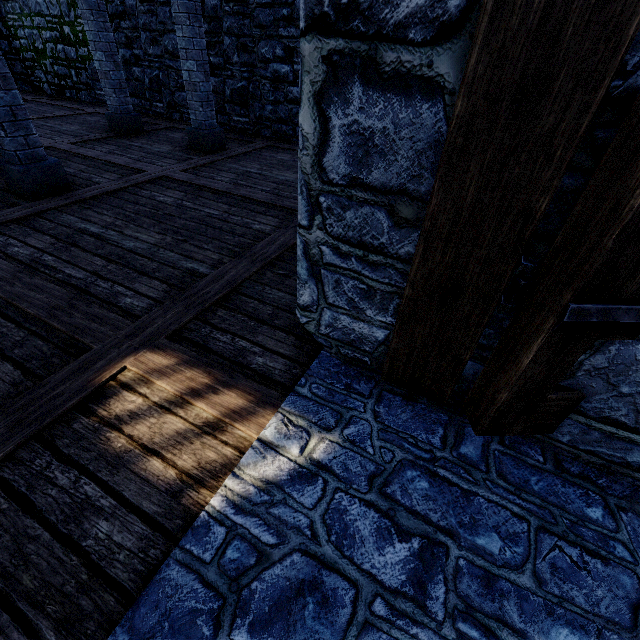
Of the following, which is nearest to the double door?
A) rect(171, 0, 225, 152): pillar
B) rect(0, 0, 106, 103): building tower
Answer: rect(0, 0, 106, 103): building tower

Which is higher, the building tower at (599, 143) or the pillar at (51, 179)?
the building tower at (599, 143)

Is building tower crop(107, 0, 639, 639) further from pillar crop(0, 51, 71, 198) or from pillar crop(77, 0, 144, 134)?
pillar crop(0, 51, 71, 198)

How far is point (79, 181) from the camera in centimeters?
482cm

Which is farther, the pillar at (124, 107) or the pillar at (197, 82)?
the pillar at (124, 107)

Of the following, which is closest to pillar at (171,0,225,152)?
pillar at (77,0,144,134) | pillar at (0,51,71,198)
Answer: pillar at (0,51,71,198)

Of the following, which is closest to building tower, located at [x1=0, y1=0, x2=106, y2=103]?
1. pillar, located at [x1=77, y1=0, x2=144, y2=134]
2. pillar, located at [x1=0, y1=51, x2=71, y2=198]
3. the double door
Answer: the double door
